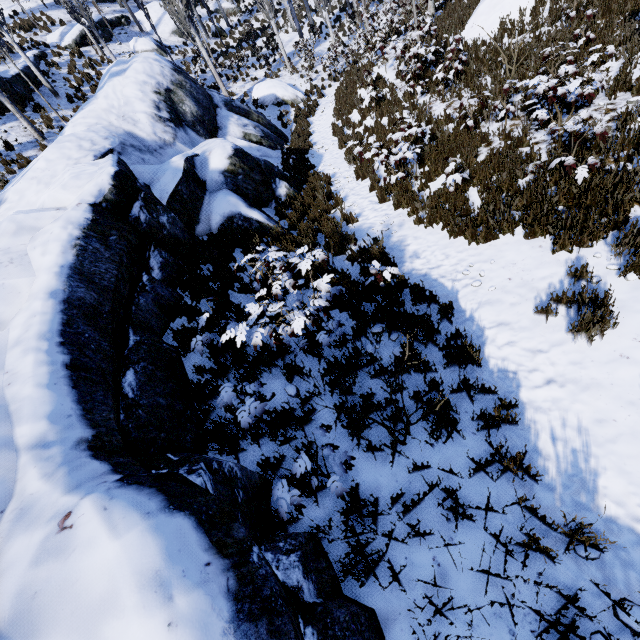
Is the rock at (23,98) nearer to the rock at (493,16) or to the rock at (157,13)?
the rock at (157,13)

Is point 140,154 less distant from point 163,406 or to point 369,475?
point 163,406

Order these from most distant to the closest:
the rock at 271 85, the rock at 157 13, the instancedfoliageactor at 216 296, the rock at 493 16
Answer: the rock at 157 13
the rock at 271 85
the rock at 493 16
the instancedfoliageactor at 216 296

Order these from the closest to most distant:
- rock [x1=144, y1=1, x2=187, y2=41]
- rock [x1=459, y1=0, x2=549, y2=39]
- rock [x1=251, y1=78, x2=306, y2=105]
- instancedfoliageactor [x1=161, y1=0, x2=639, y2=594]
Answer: instancedfoliageactor [x1=161, y1=0, x2=639, y2=594] → rock [x1=459, y1=0, x2=549, y2=39] → rock [x1=251, y1=78, x2=306, y2=105] → rock [x1=144, y1=1, x2=187, y2=41]

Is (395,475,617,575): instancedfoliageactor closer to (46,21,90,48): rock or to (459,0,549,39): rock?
(46,21,90,48): rock

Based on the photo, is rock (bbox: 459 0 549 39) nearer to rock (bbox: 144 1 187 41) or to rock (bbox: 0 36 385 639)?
rock (bbox: 0 36 385 639)

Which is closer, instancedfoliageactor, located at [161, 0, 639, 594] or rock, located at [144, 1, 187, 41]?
instancedfoliageactor, located at [161, 0, 639, 594]
